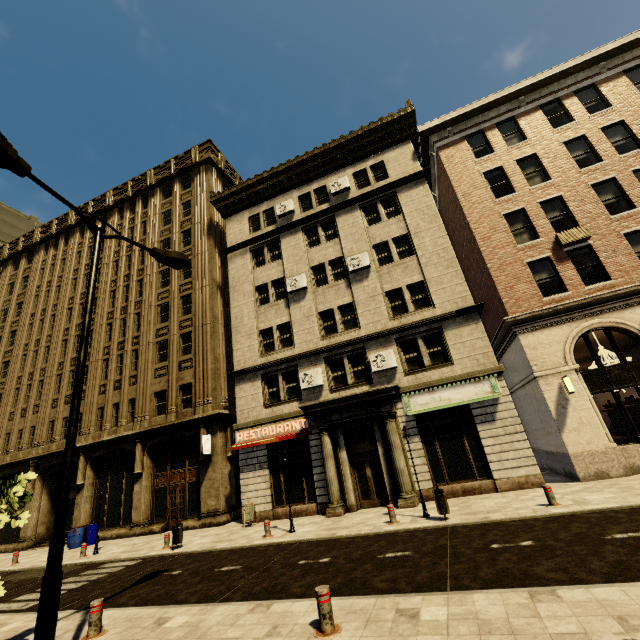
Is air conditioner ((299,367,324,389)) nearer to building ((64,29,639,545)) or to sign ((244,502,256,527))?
building ((64,29,639,545))

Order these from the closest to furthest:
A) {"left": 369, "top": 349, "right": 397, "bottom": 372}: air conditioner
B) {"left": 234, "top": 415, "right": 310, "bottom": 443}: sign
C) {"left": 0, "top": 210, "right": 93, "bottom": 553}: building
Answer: {"left": 369, "top": 349, "right": 397, "bottom": 372}: air conditioner
{"left": 234, "top": 415, "right": 310, "bottom": 443}: sign
{"left": 0, "top": 210, "right": 93, "bottom": 553}: building

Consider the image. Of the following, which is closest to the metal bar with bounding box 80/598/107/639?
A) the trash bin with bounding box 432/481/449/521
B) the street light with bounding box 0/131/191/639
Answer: the street light with bounding box 0/131/191/639

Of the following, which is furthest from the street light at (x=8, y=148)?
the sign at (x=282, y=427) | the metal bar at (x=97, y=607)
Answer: the sign at (x=282, y=427)

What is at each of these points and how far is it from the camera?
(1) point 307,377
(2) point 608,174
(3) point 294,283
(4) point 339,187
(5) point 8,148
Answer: (1) air conditioner, 17.34m
(2) building, 15.58m
(3) air conditioner, 19.69m
(4) air conditioner, 20.84m
(5) street light, 5.14m

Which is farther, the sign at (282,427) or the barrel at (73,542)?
the barrel at (73,542)

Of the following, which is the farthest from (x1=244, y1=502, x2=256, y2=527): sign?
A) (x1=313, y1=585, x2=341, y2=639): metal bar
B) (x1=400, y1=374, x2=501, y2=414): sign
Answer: (x1=313, y1=585, x2=341, y2=639): metal bar

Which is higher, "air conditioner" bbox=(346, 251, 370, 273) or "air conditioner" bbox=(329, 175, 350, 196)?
"air conditioner" bbox=(329, 175, 350, 196)
